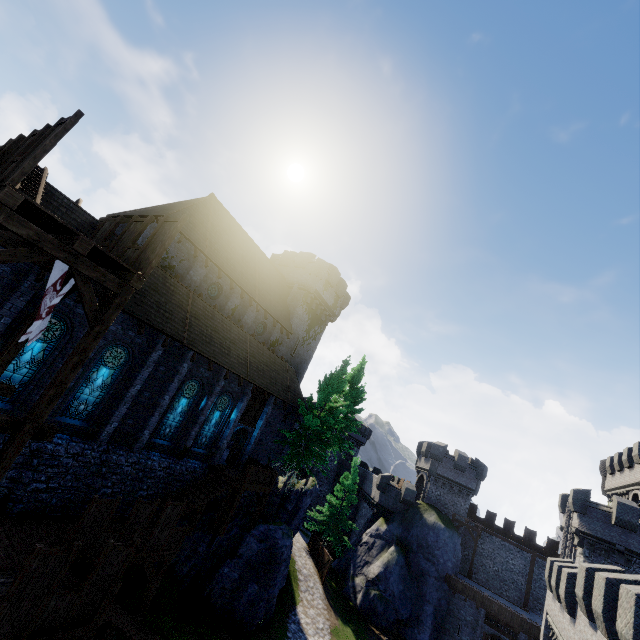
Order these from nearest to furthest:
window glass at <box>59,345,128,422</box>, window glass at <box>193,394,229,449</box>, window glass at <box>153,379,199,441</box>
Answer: window glass at <box>59,345,128,422</box> < window glass at <box>153,379,199,441</box> < window glass at <box>193,394,229,449</box>

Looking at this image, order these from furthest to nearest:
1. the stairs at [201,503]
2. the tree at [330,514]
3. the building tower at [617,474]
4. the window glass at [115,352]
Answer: the tree at [330,514], the building tower at [617,474], the stairs at [201,503], the window glass at [115,352]

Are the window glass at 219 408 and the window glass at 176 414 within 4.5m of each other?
yes

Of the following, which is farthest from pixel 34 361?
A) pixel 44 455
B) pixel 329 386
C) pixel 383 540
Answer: pixel 383 540

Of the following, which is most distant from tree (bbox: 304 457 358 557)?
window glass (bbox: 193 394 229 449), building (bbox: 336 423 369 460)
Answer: window glass (bbox: 193 394 229 449)

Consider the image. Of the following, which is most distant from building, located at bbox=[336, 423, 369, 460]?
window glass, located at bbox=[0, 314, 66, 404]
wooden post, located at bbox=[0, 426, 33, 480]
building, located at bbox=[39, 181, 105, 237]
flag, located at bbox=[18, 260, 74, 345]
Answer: wooden post, located at bbox=[0, 426, 33, 480]

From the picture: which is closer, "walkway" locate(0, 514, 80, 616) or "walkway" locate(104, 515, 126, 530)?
"walkway" locate(0, 514, 80, 616)

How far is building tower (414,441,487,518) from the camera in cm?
3731
